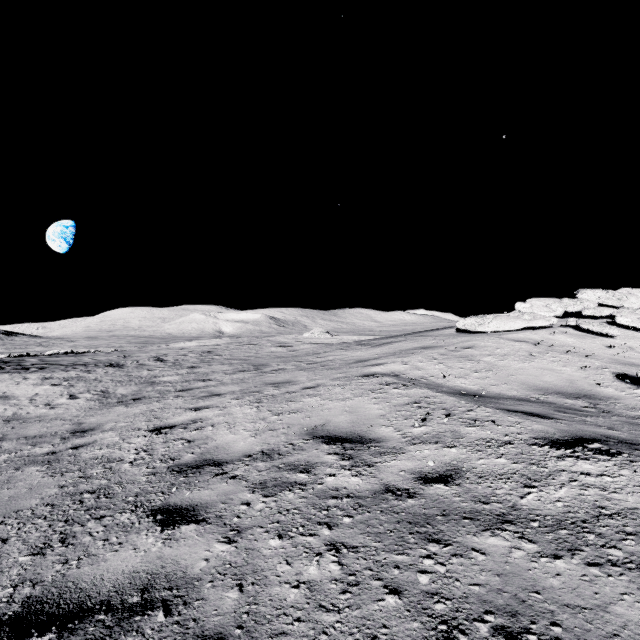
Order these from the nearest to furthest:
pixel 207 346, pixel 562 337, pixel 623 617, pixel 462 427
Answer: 1. pixel 623 617
2. pixel 462 427
3. pixel 562 337
4. pixel 207 346
